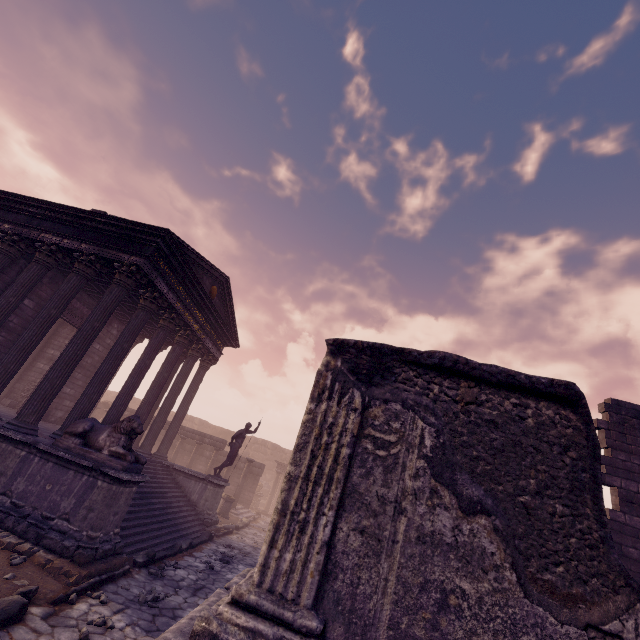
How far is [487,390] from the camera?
2.7m

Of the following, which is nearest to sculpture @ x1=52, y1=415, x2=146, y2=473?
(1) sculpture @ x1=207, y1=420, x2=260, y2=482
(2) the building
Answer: (2) the building

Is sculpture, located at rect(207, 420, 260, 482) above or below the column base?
above

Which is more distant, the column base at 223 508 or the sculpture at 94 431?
the column base at 223 508

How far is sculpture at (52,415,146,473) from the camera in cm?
695

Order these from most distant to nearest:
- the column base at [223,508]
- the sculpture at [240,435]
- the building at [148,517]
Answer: the column base at [223,508]
the sculpture at [240,435]
the building at [148,517]

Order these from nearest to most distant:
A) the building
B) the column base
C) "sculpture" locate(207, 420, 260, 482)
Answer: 1. the building
2. "sculpture" locate(207, 420, 260, 482)
3. the column base

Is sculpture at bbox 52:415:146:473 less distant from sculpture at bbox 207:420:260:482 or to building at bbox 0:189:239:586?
building at bbox 0:189:239:586
